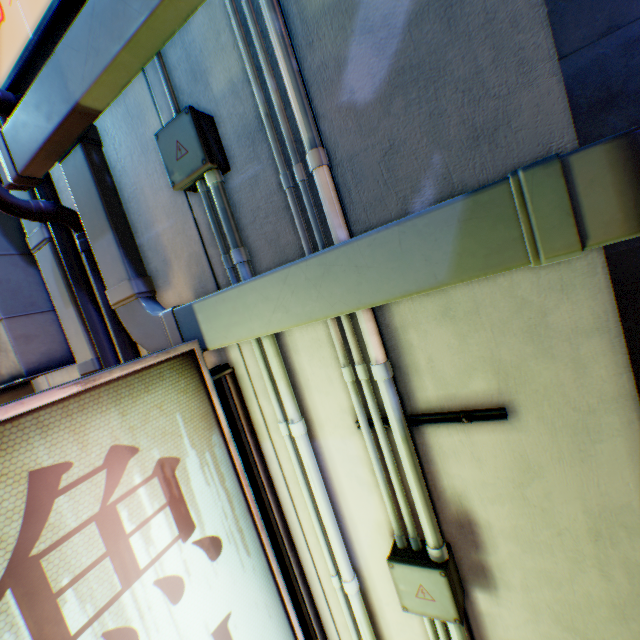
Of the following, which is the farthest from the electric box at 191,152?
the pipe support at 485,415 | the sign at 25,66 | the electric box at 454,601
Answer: the electric box at 454,601

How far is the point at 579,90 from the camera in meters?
2.9

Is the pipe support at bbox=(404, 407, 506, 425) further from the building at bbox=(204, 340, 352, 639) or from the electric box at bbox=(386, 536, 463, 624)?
the electric box at bbox=(386, 536, 463, 624)

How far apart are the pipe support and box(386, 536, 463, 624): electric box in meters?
0.7

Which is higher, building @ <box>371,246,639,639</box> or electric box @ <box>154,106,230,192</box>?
electric box @ <box>154,106,230,192</box>

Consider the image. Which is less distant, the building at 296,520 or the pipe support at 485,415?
the pipe support at 485,415

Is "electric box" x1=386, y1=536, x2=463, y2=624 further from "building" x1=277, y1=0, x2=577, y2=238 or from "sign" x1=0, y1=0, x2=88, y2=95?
"sign" x1=0, y1=0, x2=88, y2=95

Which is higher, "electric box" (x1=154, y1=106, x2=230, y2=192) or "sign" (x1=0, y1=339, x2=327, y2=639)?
"electric box" (x1=154, y1=106, x2=230, y2=192)
